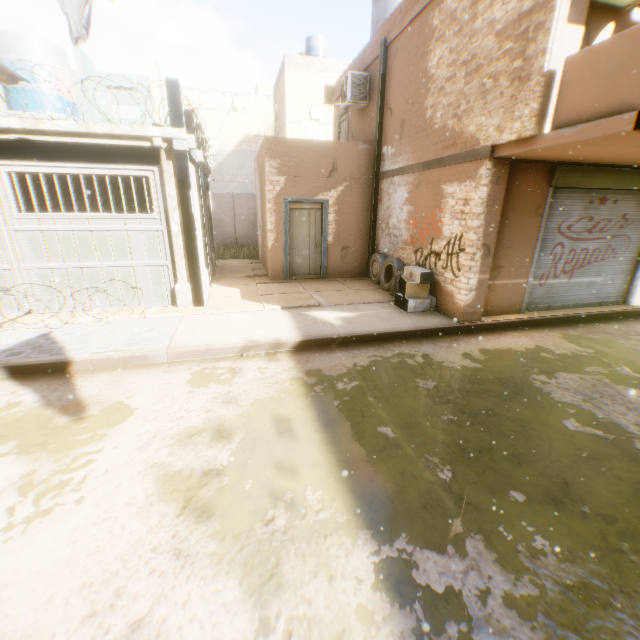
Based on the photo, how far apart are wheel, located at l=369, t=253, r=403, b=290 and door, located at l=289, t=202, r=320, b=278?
0.1 meters

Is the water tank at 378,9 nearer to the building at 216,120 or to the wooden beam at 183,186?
the building at 216,120

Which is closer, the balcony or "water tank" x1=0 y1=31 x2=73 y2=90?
the balcony

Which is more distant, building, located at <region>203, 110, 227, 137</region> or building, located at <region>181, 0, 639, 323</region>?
building, located at <region>203, 110, 227, 137</region>

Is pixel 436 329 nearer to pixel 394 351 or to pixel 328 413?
pixel 394 351

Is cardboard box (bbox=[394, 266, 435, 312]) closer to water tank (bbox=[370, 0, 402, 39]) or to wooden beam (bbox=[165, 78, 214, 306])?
wooden beam (bbox=[165, 78, 214, 306])

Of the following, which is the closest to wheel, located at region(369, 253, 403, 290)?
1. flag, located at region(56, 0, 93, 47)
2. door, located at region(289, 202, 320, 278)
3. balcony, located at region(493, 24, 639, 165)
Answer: door, located at region(289, 202, 320, 278)

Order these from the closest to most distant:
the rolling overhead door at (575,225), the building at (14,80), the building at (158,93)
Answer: the building at (14,80) → the rolling overhead door at (575,225) → the building at (158,93)
